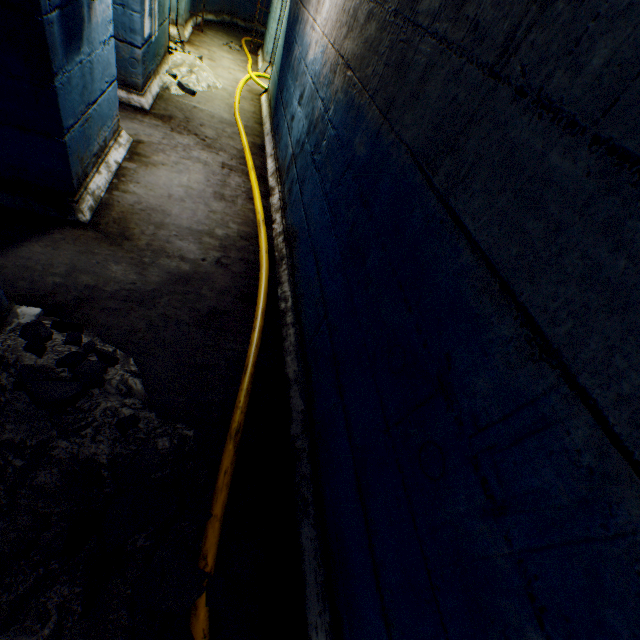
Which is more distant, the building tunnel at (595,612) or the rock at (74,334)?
the rock at (74,334)

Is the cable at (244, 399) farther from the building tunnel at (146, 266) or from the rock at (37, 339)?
the rock at (37, 339)

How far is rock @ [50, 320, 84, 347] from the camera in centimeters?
183cm

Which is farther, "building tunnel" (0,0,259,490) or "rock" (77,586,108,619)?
"building tunnel" (0,0,259,490)

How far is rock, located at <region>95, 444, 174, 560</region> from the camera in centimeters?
130cm

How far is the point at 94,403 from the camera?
1.7m

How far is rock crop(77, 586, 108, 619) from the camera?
1.1m

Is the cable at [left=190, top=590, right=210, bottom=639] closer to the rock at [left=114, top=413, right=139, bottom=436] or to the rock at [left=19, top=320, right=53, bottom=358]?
the rock at [left=114, top=413, right=139, bottom=436]
